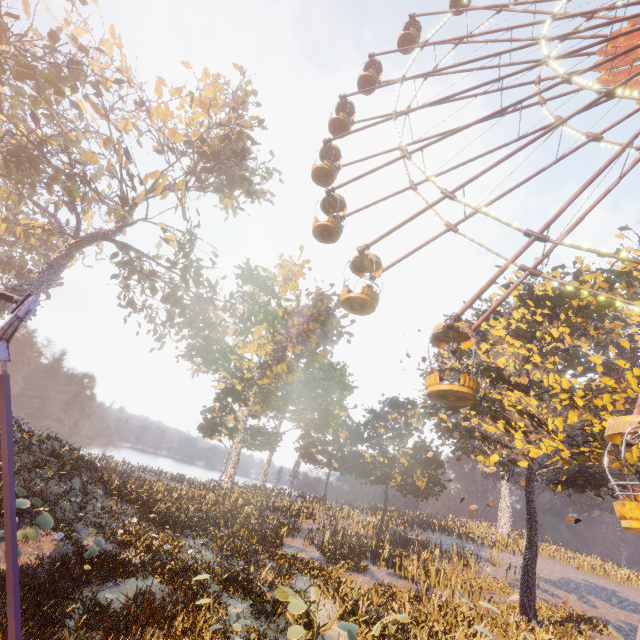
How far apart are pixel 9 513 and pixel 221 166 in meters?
28.5

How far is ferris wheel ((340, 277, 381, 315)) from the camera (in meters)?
13.77

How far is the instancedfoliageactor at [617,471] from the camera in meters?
14.4

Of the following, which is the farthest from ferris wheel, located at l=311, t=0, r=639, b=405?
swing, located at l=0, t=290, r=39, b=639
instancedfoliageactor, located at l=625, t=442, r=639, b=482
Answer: swing, located at l=0, t=290, r=39, b=639

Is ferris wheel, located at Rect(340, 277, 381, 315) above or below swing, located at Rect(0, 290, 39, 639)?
above

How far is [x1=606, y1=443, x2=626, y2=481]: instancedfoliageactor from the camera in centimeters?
1440cm

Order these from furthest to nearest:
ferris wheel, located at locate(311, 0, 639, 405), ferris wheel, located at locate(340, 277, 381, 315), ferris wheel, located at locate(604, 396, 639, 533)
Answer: ferris wheel, located at locate(340, 277, 381, 315) < ferris wheel, located at locate(311, 0, 639, 405) < ferris wheel, located at locate(604, 396, 639, 533)

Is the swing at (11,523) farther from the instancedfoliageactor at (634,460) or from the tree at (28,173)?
the tree at (28,173)
